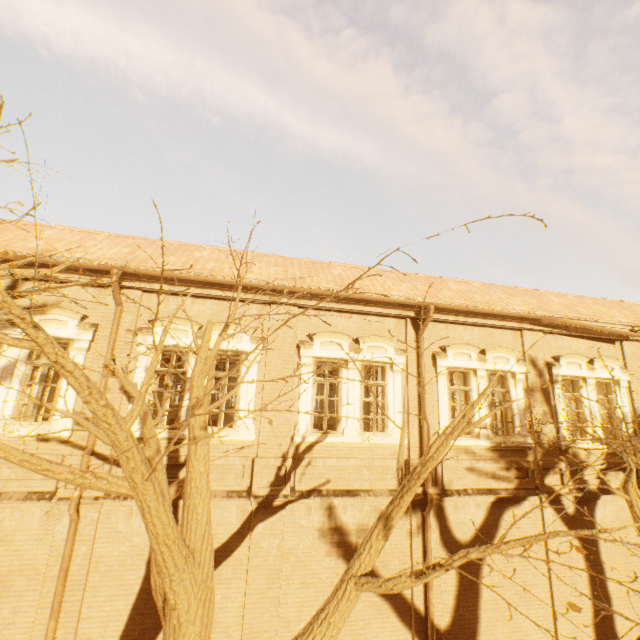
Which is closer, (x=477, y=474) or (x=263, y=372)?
(x=263, y=372)
